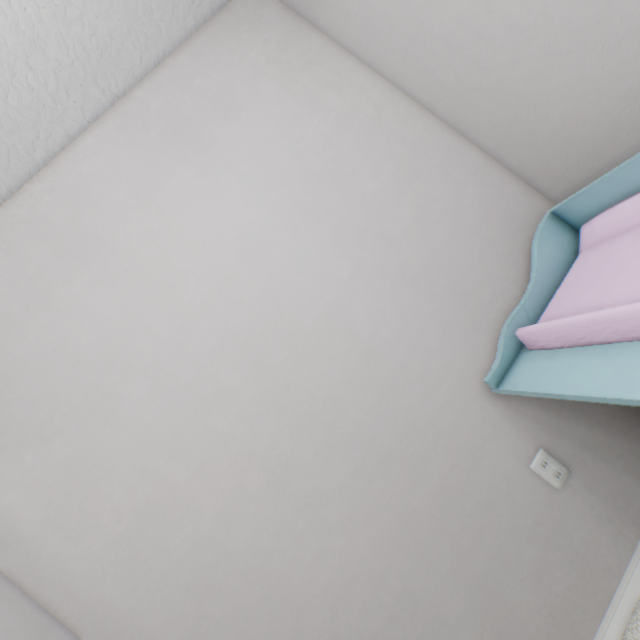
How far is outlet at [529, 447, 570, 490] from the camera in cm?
110

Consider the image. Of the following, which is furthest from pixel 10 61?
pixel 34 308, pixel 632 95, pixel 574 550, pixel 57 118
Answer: pixel 574 550

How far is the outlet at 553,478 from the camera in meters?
1.1

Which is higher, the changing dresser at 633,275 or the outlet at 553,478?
the changing dresser at 633,275

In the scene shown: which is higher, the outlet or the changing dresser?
the changing dresser
